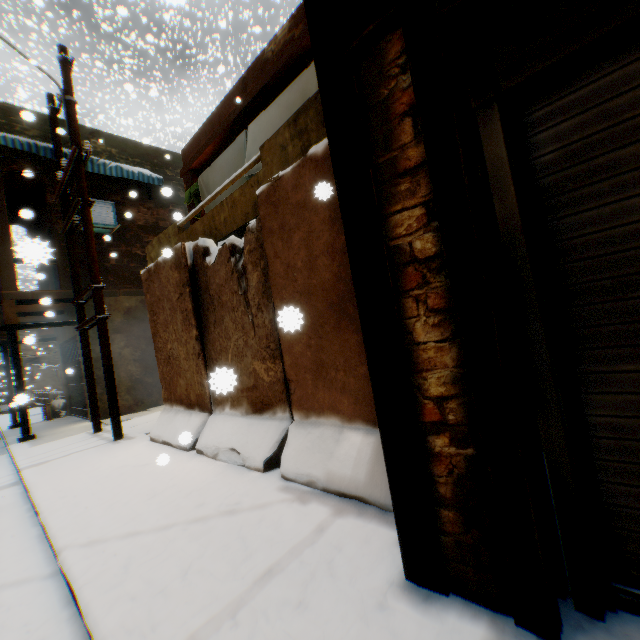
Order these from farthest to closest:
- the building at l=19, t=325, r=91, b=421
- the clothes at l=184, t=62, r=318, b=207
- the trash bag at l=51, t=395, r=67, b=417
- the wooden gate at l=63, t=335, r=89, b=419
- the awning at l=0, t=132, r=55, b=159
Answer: the trash bag at l=51, t=395, r=67, b=417
the wooden gate at l=63, t=335, r=89, b=419
the building at l=19, t=325, r=91, b=421
the awning at l=0, t=132, r=55, b=159
the clothes at l=184, t=62, r=318, b=207

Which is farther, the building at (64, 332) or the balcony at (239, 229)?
the building at (64, 332)

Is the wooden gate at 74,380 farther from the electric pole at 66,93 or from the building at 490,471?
the electric pole at 66,93

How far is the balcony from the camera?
3.94m

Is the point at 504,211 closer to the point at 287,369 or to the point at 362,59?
the point at 362,59

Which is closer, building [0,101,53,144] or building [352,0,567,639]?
building [352,0,567,639]

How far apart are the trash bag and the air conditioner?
6.89m

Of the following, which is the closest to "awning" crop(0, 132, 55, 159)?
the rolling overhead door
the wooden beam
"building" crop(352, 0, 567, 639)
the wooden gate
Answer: "building" crop(352, 0, 567, 639)
